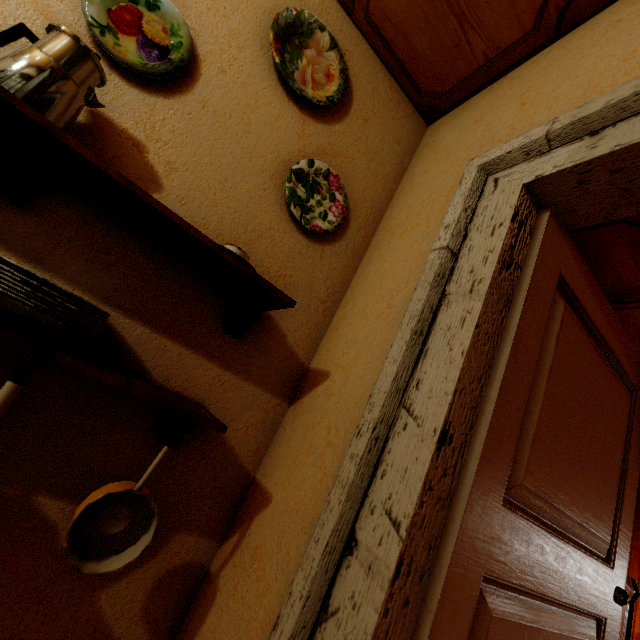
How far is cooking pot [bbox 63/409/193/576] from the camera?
0.71m

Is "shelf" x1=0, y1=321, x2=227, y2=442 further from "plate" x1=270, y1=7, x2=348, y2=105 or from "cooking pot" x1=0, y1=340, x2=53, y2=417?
"plate" x1=270, y1=7, x2=348, y2=105

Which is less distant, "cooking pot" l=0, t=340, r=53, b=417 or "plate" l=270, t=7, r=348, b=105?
"cooking pot" l=0, t=340, r=53, b=417

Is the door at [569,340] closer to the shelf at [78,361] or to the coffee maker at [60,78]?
the shelf at [78,361]

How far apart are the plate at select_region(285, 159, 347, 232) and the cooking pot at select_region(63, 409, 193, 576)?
0.83m

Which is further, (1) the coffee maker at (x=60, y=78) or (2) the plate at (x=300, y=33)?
(2) the plate at (x=300, y=33)

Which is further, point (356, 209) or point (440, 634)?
point (356, 209)

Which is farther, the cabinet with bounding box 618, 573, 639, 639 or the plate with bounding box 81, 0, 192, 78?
the cabinet with bounding box 618, 573, 639, 639
